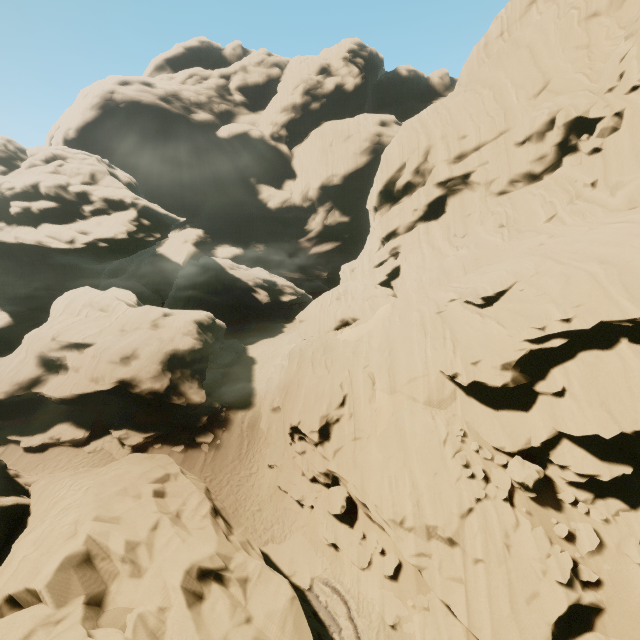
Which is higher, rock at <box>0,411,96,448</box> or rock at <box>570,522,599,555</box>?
rock at <box>0,411,96,448</box>

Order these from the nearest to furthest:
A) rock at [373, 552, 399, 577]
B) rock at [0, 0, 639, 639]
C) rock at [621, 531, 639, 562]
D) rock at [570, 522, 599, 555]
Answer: rock at [0, 0, 639, 639] → rock at [621, 531, 639, 562] → rock at [570, 522, 599, 555] → rock at [373, 552, 399, 577]

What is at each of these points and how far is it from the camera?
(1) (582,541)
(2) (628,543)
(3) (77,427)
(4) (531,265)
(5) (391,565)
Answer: (1) rock, 11.8 meters
(2) rock, 11.4 meters
(3) rock, 21.2 meters
(4) rock, 17.0 meters
(5) rock, 14.1 meters

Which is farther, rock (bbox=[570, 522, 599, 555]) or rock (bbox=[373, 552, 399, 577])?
rock (bbox=[373, 552, 399, 577])

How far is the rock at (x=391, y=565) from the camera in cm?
1401

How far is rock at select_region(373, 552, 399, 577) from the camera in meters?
14.0
